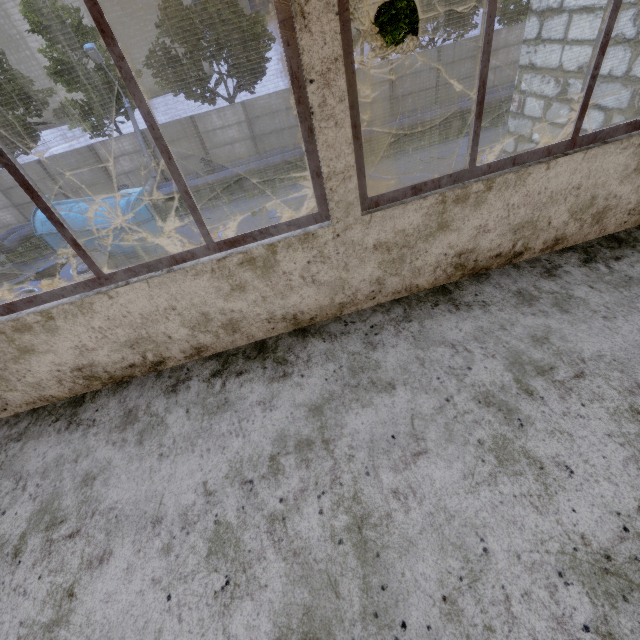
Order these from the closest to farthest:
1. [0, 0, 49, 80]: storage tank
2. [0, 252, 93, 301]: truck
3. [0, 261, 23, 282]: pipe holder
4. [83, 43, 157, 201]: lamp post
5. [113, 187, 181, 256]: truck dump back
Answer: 1. [0, 252, 93, 301]: truck
2. [113, 187, 181, 256]: truck dump back
3. [83, 43, 157, 201]: lamp post
4. [0, 261, 23, 282]: pipe holder
5. [0, 0, 49, 80]: storage tank

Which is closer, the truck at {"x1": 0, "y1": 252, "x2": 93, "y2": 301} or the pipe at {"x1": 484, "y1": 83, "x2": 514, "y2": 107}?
the truck at {"x1": 0, "y1": 252, "x2": 93, "y2": 301}

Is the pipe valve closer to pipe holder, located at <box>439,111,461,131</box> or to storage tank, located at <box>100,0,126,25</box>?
pipe holder, located at <box>439,111,461,131</box>

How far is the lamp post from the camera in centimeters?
1478cm

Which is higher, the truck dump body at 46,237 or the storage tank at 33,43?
the storage tank at 33,43

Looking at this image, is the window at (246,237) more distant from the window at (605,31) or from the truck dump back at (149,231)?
the truck dump back at (149,231)

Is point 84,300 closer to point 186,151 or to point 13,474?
point 13,474

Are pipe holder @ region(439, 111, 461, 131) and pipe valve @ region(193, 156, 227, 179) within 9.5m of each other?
no
